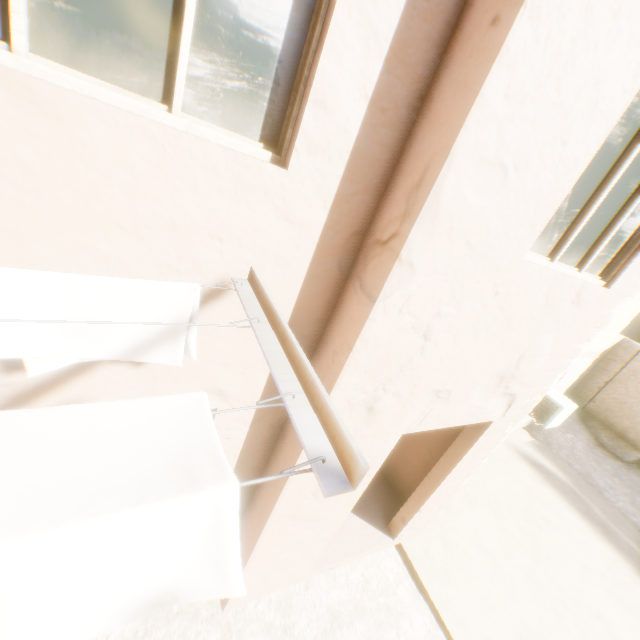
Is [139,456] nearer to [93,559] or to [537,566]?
[93,559]

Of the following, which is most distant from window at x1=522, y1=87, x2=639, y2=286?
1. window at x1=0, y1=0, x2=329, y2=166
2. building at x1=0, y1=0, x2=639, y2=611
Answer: window at x1=0, y1=0, x2=329, y2=166

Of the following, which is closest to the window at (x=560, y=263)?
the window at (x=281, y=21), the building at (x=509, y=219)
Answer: the building at (x=509, y=219)

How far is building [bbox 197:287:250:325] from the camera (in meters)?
1.74

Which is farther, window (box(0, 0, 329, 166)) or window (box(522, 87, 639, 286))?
window (box(522, 87, 639, 286))

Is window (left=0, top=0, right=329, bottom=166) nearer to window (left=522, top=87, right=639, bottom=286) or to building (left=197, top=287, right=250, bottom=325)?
building (left=197, top=287, right=250, bottom=325)

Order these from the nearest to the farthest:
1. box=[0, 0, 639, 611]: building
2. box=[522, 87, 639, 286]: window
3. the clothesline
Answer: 1. the clothesline
2. box=[0, 0, 639, 611]: building
3. box=[522, 87, 639, 286]: window

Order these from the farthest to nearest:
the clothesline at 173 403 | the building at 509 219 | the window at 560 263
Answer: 1. the window at 560 263
2. the building at 509 219
3. the clothesline at 173 403
